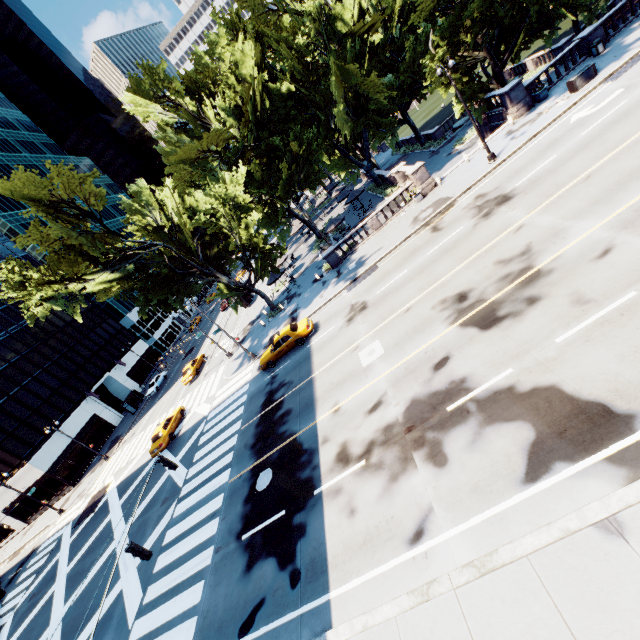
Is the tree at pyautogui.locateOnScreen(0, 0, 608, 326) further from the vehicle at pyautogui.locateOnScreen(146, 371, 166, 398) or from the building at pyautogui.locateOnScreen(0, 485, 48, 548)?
the building at pyautogui.locateOnScreen(0, 485, 48, 548)

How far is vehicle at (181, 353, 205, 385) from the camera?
37.2 meters

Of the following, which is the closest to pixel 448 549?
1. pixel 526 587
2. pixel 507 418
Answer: pixel 526 587

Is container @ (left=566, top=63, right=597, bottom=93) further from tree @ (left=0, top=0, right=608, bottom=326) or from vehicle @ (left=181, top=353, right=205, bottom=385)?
vehicle @ (left=181, top=353, right=205, bottom=385)

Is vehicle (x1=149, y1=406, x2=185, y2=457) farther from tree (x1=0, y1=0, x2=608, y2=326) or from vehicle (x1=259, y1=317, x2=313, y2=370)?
vehicle (x1=259, y1=317, x2=313, y2=370)

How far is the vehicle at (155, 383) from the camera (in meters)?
46.53

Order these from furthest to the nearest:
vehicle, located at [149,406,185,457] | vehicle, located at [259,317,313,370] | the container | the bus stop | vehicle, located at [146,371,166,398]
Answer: vehicle, located at [146,371,166,398]
the bus stop
vehicle, located at [149,406,185,457]
vehicle, located at [259,317,313,370]
the container

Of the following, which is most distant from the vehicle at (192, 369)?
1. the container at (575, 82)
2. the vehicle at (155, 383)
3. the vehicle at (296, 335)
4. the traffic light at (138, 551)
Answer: the container at (575, 82)
